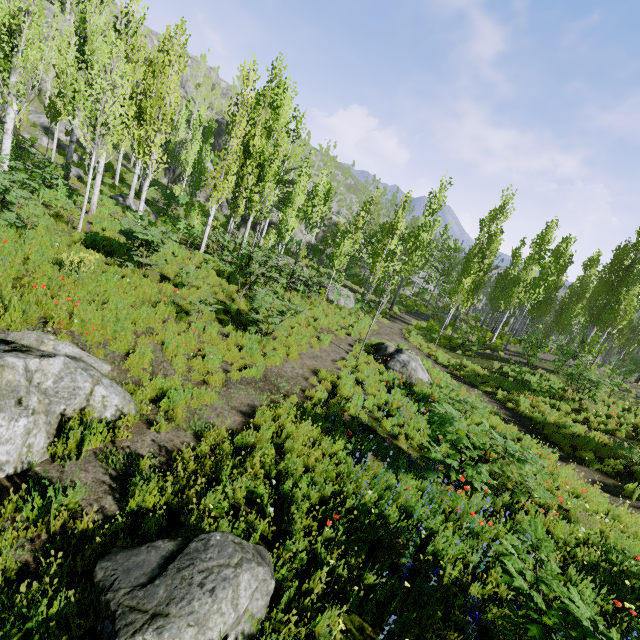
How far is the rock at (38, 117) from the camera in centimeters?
3086cm

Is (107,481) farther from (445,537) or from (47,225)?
(47,225)

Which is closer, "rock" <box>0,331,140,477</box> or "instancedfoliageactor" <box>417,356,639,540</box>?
"rock" <box>0,331,140,477</box>

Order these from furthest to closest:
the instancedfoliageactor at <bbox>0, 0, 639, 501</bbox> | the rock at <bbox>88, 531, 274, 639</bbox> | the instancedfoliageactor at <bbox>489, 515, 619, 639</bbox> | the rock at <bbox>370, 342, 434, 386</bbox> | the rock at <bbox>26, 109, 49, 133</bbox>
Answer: the rock at <bbox>26, 109, 49, 133</bbox>
the rock at <bbox>370, 342, 434, 386</bbox>
the instancedfoliageactor at <bbox>0, 0, 639, 501</bbox>
the instancedfoliageactor at <bbox>489, 515, 619, 639</bbox>
the rock at <bbox>88, 531, 274, 639</bbox>

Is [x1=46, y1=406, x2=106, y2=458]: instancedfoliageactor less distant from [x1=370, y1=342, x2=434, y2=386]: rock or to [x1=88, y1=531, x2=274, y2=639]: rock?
[x1=88, y1=531, x2=274, y2=639]: rock

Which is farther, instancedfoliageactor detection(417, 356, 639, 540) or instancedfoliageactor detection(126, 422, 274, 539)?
instancedfoliageactor detection(417, 356, 639, 540)

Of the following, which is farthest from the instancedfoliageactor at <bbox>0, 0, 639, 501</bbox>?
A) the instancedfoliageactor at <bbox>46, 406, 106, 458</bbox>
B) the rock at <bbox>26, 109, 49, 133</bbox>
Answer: the instancedfoliageactor at <bbox>46, 406, 106, 458</bbox>

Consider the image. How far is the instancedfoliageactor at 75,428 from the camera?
4.6m
